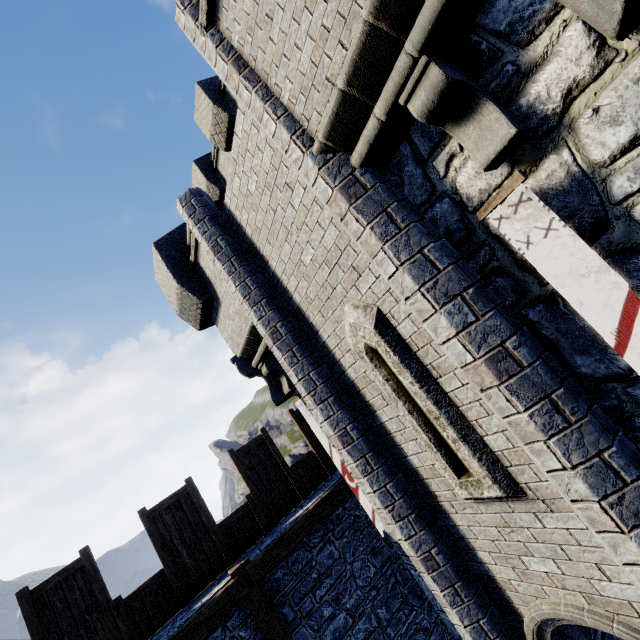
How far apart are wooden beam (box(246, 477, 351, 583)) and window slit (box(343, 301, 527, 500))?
3.81m

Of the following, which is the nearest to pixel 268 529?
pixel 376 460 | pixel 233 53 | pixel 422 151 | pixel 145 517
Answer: pixel 145 517

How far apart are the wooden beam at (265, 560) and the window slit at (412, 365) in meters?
3.8 m

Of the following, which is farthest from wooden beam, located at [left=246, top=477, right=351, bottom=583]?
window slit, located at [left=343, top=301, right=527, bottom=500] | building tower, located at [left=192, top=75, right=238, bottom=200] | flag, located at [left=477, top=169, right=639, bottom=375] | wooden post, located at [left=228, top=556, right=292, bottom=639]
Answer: flag, located at [left=477, top=169, right=639, bottom=375]

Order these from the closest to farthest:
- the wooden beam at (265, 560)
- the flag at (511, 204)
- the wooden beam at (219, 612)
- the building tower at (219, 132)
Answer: the flag at (511, 204) → the wooden beam at (219, 612) → the wooden beam at (265, 560) → the building tower at (219, 132)

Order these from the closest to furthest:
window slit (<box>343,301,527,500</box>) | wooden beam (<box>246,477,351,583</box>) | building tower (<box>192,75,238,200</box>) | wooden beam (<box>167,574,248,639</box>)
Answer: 1. window slit (<box>343,301,527,500</box>)
2. wooden beam (<box>167,574,248,639</box>)
3. wooden beam (<box>246,477,351,583</box>)
4. building tower (<box>192,75,238,200</box>)

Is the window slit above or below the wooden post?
above

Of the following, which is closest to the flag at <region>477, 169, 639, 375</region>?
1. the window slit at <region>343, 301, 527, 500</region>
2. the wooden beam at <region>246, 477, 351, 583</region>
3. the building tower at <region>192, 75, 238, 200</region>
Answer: the window slit at <region>343, 301, 527, 500</region>
